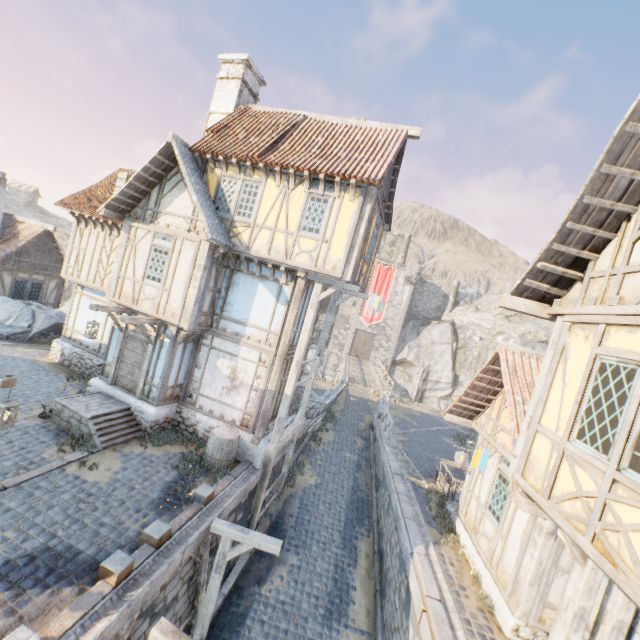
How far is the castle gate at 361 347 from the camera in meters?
45.2

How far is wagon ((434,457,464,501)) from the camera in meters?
11.9 m

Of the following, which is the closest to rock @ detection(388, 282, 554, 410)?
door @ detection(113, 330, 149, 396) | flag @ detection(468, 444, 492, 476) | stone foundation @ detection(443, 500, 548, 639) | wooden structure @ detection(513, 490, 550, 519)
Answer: stone foundation @ detection(443, 500, 548, 639)

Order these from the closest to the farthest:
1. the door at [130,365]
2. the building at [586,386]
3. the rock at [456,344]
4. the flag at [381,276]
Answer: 1. the building at [586,386]
2. the door at [130,365]
3. the flag at [381,276]
4. the rock at [456,344]

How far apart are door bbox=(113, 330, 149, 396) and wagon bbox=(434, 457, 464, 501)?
12.0 meters

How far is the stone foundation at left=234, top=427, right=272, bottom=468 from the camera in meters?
11.0

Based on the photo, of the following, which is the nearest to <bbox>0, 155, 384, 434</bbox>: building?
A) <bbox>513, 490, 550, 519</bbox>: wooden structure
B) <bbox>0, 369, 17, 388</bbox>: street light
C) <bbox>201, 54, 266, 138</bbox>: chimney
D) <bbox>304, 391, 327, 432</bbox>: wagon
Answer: <bbox>304, 391, 327, 432</bbox>: wagon

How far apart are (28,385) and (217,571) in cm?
1029
